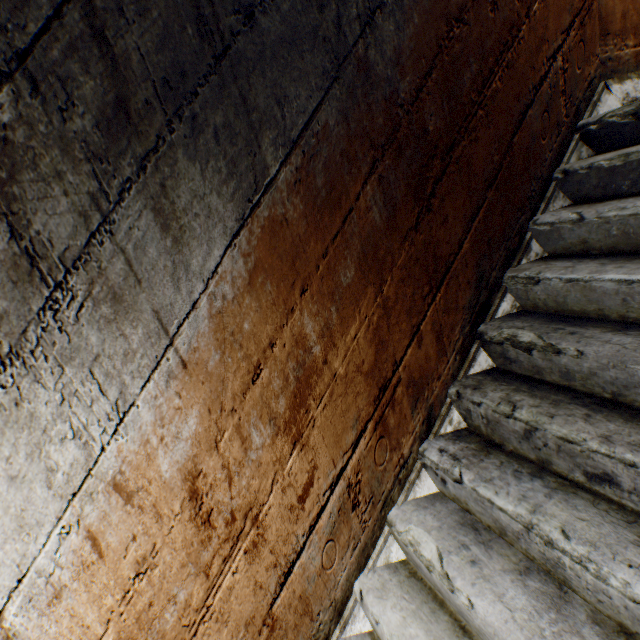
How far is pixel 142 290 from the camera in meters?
0.8 m
